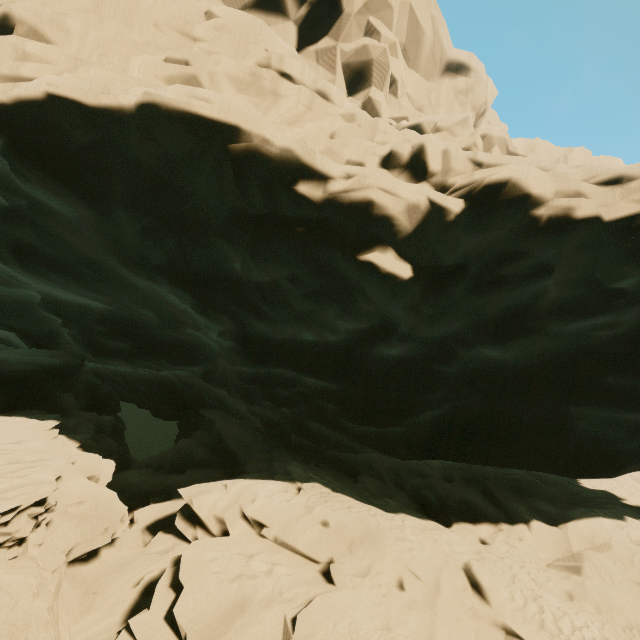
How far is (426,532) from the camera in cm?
856
